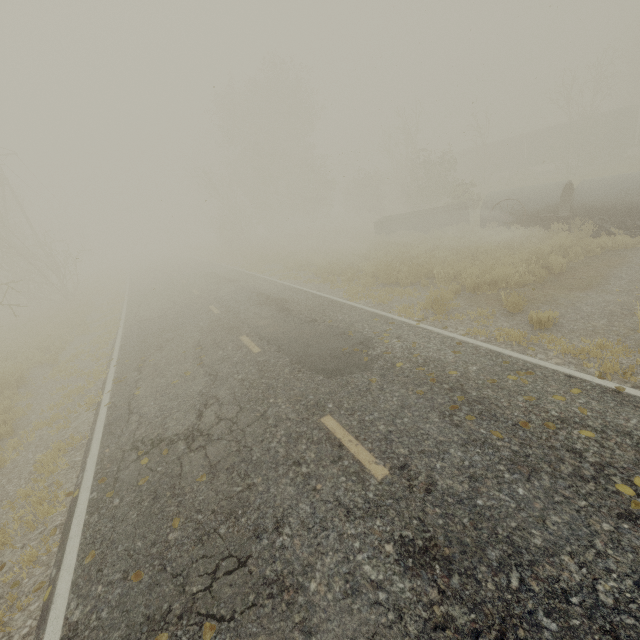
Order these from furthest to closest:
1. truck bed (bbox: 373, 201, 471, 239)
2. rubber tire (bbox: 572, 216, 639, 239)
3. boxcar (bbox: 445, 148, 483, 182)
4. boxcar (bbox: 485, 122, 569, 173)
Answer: boxcar (bbox: 445, 148, 483, 182) → boxcar (bbox: 485, 122, 569, 173) → truck bed (bbox: 373, 201, 471, 239) → rubber tire (bbox: 572, 216, 639, 239)

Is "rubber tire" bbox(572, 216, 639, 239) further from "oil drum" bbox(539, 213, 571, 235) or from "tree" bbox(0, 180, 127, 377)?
"tree" bbox(0, 180, 127, 377)

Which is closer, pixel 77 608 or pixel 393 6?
pixel 77 608

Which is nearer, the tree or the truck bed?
the tree

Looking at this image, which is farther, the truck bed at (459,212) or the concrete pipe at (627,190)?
the truck bed at (459,212)

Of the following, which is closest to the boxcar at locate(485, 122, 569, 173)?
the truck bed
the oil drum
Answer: the truck bed

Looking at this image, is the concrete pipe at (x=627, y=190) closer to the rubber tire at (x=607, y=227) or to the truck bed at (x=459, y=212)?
the rubber tire at (x=607, y=227)

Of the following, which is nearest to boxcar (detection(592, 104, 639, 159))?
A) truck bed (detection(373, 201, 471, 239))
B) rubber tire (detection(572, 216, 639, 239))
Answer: truck bed (detection(373, 201, 471, 239))
